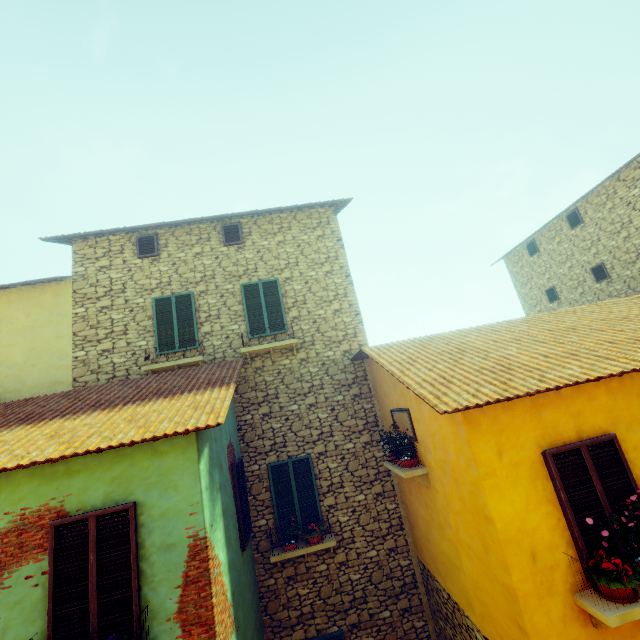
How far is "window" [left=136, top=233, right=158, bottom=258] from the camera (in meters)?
9.40

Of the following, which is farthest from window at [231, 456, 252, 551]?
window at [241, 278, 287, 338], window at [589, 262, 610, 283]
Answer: window at [589, 262, 610, 283]

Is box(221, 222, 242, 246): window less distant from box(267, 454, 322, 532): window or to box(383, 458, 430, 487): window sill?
box(267, 454, 322, 532): window

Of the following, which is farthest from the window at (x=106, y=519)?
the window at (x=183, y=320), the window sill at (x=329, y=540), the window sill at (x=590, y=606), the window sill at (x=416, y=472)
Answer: the window at (x=183, y=320)

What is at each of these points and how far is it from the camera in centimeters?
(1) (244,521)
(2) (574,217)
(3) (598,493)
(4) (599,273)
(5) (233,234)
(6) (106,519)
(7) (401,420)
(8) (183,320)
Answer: (1) window, 698cm
(2) window, 1352cm
(3) window, 429cm
(4) window, 1292cm
(5) window, 979cm
(6) window, 450cm
(7) window, 711cm
(8) window, 897cm

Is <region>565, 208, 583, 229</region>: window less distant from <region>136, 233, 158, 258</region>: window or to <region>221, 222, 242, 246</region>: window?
<region>221, 222, 242, 246</region>: window

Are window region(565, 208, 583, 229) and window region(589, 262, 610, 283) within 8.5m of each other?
yes

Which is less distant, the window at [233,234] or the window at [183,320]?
the window at [183,320]
